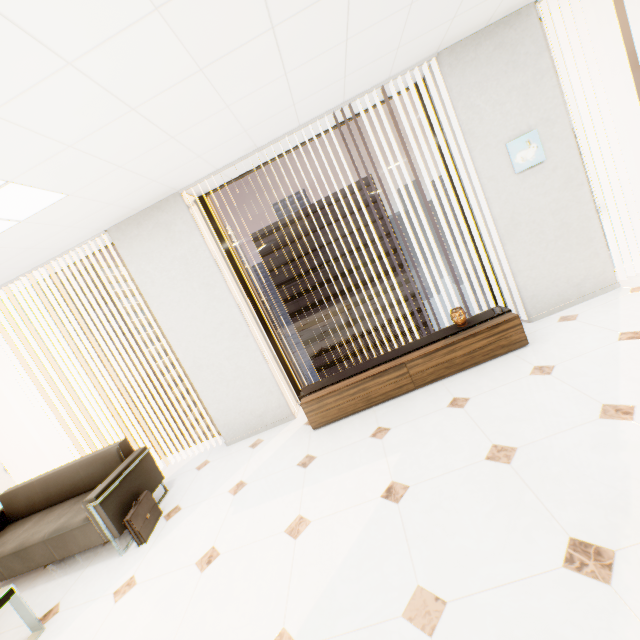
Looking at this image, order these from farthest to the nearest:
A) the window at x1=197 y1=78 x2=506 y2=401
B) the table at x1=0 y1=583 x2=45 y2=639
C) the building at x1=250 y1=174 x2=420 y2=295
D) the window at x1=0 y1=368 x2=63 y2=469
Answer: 1. the building at x1=250 y1=174 x2=420 y2=295
2. the window at x1=0 y1=368 x2=63 y2=469
3. the window at x1=197 y1=78 x2=506 y2=401
4. the table at x1=0 y1=583 x2=45 y2=639

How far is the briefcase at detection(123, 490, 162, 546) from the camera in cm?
291

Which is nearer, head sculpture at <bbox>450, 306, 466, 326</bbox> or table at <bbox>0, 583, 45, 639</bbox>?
table at <bbox>0, 583, 45, 639</bbox>

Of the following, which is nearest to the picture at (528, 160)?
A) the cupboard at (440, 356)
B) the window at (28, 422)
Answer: the cupboard at (440, 356)

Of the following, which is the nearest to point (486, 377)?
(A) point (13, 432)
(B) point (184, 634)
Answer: (B) point (184, 634)

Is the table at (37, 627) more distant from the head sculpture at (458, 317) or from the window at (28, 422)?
the head sculpture at (458, 317)

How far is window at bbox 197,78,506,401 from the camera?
3.7m

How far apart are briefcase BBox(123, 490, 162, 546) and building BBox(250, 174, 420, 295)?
57.74m
